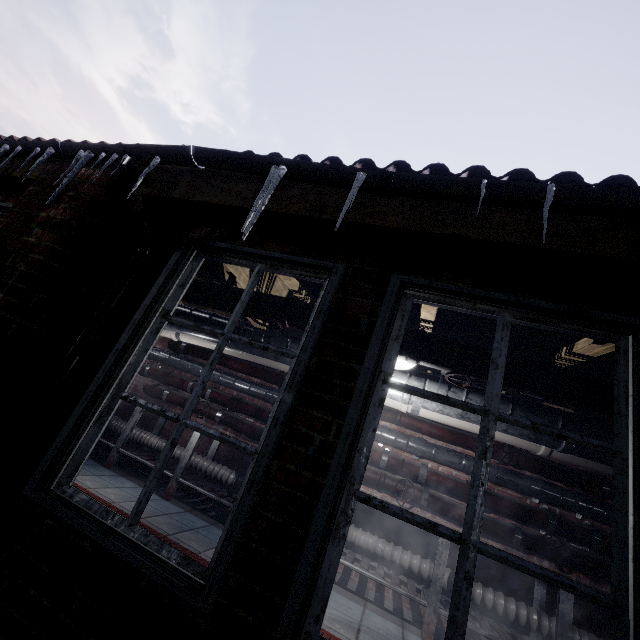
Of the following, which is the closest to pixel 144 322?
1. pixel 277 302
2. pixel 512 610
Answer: pixel 277 302

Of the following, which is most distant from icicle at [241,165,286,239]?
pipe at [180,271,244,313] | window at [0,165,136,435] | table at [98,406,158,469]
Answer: table at [98,406,158,469]

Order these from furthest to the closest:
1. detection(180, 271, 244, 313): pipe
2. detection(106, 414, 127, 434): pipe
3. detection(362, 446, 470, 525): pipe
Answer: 1. detection(106, 414, 127, 434): pipe
2. detection(362, 446, 470, 525): pipe
3. detection(180, 271, 244, 313): pipe

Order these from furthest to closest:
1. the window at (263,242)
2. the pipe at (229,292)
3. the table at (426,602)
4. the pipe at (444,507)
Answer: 1. the pipe at (444,507)
2. the table at (426,602)
3. the pipe at (229,292)
4. the window at (263,242)

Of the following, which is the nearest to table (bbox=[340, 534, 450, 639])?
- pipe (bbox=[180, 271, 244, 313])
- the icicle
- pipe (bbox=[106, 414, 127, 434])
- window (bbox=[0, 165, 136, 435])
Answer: pipe (bbox=[106, 414, 127, 434])

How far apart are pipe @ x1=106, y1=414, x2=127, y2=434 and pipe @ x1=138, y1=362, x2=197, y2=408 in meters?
0.4

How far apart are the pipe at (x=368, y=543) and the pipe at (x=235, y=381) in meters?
0.4

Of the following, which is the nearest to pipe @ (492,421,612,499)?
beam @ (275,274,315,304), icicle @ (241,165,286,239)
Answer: beam @ (275,274,315,304)
